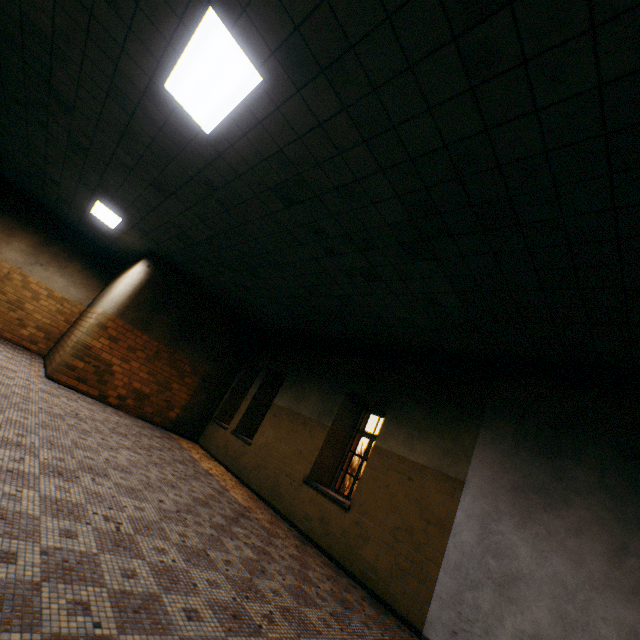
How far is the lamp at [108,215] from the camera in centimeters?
773cm

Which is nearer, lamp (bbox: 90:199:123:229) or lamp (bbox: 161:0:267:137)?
lamp (bbox: 161:0:267:137)

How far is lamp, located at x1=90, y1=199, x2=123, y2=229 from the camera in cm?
773

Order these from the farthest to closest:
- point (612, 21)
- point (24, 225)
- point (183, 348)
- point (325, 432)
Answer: point (24, 225) < point (183, 348) < point (325, 432) < point (612, 21)

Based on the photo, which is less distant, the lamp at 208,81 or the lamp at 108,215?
the lamp at 208,81
